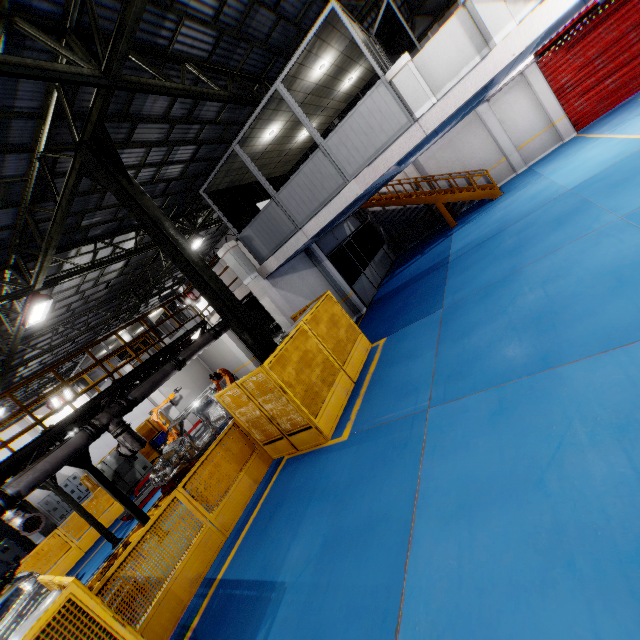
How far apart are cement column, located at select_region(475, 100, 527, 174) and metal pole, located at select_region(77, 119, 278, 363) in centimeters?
1583cm

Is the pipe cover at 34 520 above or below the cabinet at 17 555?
above

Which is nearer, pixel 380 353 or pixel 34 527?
pixel 380 353

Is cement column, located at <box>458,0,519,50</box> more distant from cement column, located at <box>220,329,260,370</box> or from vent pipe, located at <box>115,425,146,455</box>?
cement column, located at <box>220,329,260,370</box>

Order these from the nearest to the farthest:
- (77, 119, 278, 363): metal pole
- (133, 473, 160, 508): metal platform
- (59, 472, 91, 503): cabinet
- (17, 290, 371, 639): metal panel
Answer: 1. (17, 290, 371, 639): metal panel
2. (77, 119, 278, 363): metal pole
3. (133, 473, 160, 508): metal platform
4. (59, 472, 91, 503): cabinet

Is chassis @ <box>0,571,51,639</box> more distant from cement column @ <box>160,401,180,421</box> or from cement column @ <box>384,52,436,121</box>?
cement column @ <box>384,52,436,121</box>

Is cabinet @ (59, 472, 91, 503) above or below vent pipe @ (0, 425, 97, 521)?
below

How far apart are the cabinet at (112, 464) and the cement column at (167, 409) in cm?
201
